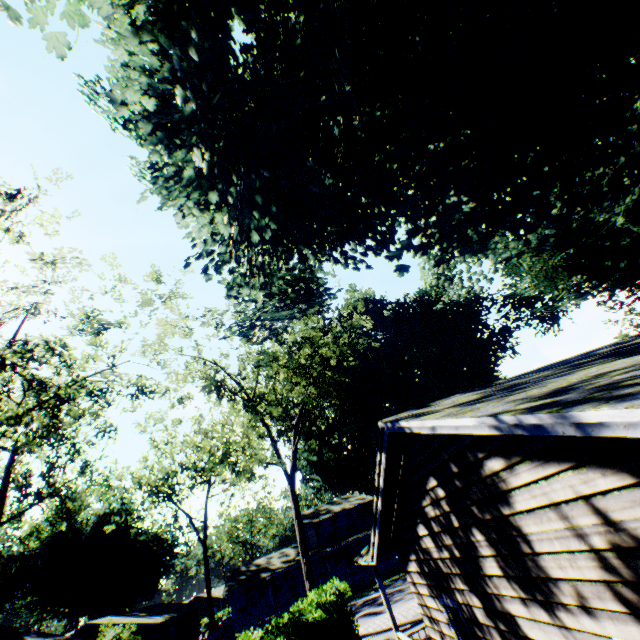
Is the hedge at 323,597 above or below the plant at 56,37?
below

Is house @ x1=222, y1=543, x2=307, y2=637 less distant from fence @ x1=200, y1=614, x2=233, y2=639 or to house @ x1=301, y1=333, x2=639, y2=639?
fence @ x1=200, y1=614, x2=233, y2=639

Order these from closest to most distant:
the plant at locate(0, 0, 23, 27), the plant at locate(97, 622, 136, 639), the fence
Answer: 1. the plant at locate(0, 0, 23, 27)
2. the plant at locate(97, 622, 136, 639)
3. the fence

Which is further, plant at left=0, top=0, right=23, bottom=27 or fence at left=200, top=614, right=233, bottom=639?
fence at left=200, top=614, right=233, bottom=639

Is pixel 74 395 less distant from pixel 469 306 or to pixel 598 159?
pixel 598 159

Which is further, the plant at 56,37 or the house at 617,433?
the plant at 56,37

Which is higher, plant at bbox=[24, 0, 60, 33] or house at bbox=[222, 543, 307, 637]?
plant at bbox=[24, 0, 60, 33]
